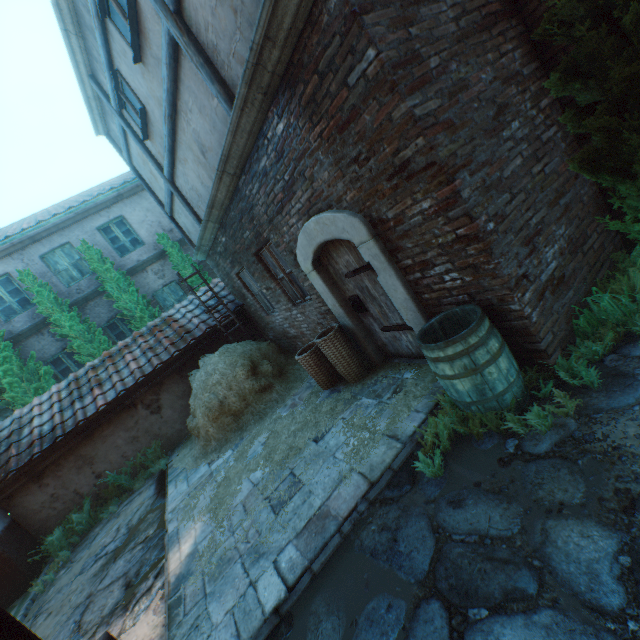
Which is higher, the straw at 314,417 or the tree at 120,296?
the tree at 120,296

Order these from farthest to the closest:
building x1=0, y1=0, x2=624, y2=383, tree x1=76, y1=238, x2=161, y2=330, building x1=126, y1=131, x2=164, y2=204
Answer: tree x1=76, y1=238, x2=161, y2=330, building x1=126, y1=131, x2=164, y2=204, building x1=0, y1=0, x2=624, y2=383

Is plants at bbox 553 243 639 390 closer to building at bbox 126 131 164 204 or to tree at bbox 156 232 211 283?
building at bbox 126 131 164 204

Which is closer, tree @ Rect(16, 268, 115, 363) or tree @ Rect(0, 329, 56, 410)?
tree @ Rect(0, 329, 56, 410)

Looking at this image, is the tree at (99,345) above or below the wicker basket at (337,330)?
above

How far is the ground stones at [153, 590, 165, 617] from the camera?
3.5 meters

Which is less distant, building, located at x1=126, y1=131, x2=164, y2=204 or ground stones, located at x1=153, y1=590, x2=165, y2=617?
ground stones, located at x1=153, y1=590, x2=165, y2=617

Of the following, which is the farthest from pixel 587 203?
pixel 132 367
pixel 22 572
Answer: pixel 22 572
